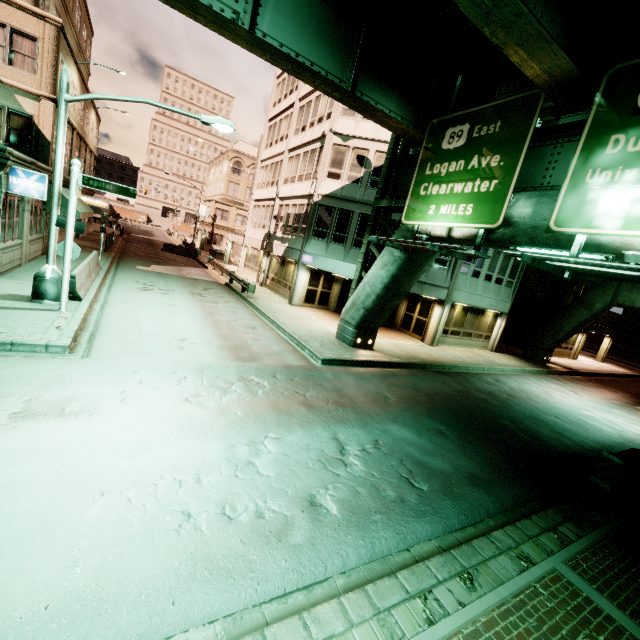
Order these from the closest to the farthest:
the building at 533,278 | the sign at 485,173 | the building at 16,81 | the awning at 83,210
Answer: the sign at 485,173
the building at 16,81
the awning at 83,210
the building at 533,278

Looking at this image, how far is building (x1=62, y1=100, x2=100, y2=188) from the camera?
20.9 meters

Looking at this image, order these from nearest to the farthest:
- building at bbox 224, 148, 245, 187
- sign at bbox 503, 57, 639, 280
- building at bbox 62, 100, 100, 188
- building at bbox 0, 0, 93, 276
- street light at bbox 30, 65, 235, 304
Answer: sign at bbox 503, 57, 639, 280 → street light at bbox 30, 65, 235, 304 → building at bbox 0, 0, 93, 276 → building at bbox 62, 100, 100, 188 → building at bbox 224, 148, 245, 187

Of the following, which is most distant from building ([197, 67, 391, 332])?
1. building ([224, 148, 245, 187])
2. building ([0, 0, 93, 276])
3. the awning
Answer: building ([0, 0, 93, 276])

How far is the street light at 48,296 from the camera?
9.9 meters

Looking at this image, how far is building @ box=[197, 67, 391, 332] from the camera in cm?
1992

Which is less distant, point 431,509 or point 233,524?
point 233,524

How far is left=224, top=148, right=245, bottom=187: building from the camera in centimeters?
5903cm
